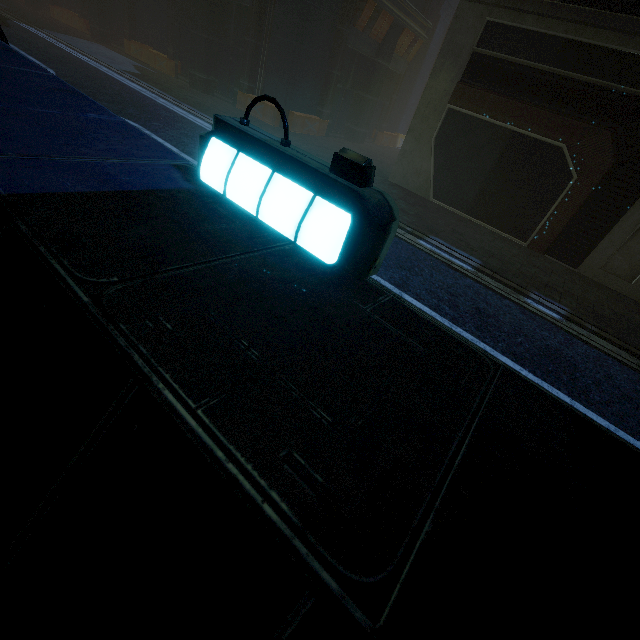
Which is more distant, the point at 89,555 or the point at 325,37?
the point at 325,37
